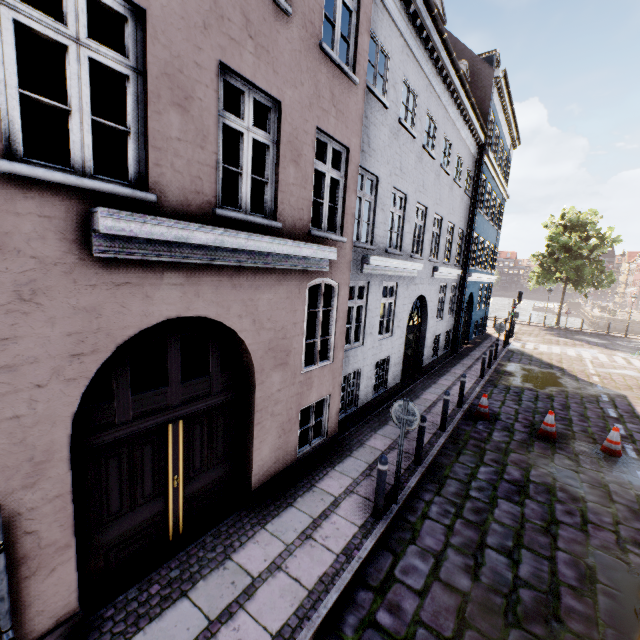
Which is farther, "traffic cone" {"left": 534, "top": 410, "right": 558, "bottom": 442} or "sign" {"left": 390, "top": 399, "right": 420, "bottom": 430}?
"traffic cone" {"left": 534, "top": 410, "right": 558, "bottom": 442}

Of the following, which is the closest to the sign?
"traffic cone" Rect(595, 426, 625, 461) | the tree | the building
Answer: the building

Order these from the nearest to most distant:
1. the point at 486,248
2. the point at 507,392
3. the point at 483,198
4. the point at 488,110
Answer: the point at 507,392 < the point at 488,110 < the point at 483,198 < the point at 486,248

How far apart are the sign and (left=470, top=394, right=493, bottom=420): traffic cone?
5.4 meters

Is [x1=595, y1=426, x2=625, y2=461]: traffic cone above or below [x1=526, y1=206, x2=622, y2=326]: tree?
below

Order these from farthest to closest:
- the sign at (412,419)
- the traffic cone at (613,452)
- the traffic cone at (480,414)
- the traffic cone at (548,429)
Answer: the traffic cone at (480,414), the traffic cone at (548,429), the traffic cone at (613,452), the sign at (412,419)

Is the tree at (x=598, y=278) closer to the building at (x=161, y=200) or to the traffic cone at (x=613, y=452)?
the building at (x=161, y=200)

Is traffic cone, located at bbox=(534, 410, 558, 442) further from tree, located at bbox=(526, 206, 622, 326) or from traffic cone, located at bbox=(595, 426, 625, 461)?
tree, located at bbox=(526, 206, 622, 326)
